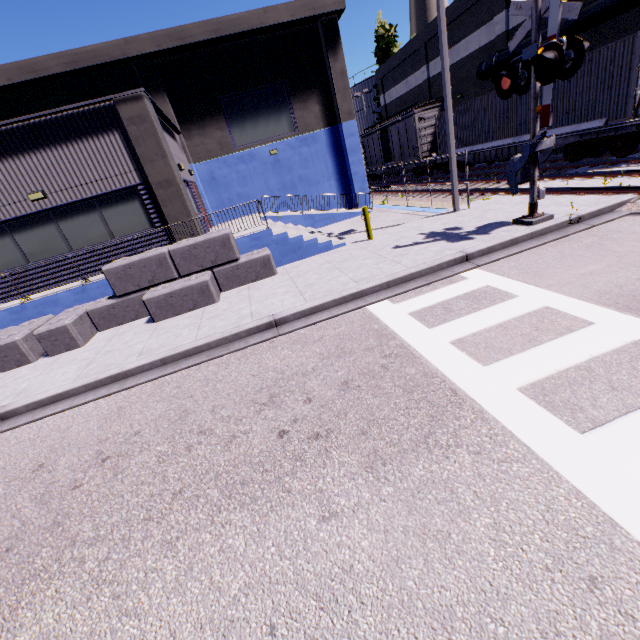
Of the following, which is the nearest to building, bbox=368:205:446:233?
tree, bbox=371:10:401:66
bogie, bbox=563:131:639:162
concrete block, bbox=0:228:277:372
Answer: concrete block, bbox=0:228:277:372

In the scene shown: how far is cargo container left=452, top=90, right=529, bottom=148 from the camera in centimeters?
1582cm

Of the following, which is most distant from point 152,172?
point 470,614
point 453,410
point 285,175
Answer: point 470,614

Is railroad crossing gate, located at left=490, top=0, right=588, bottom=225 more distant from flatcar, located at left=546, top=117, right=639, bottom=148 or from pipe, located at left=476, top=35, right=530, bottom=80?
flatcar, located at left=546, top=117, right=639, bottom=148

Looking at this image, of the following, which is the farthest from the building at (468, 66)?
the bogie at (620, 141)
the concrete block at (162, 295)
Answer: the bogie at (620, 141)

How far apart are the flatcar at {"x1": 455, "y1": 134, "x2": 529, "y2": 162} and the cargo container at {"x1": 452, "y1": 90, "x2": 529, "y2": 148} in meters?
0.0

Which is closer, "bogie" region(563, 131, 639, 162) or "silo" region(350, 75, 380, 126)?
"bogie" region(563, 131, 639, 162)

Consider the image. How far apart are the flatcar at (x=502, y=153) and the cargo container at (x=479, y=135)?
0.0m
